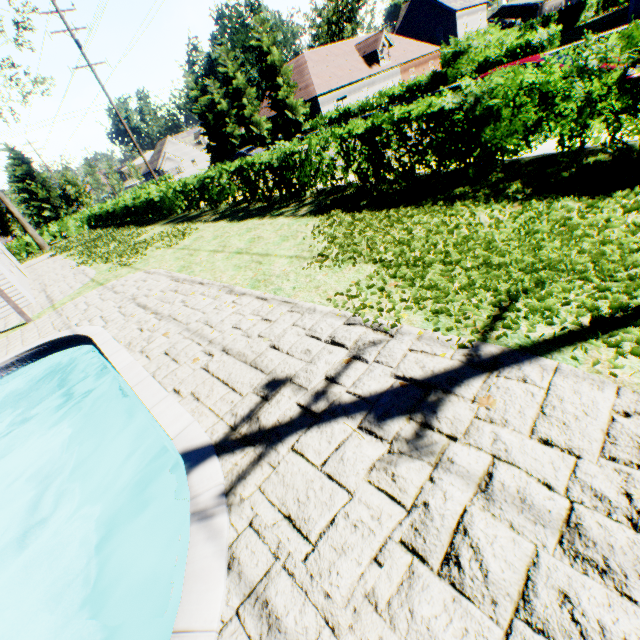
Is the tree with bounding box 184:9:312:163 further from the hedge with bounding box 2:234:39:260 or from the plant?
the hedge with bounding box 2:234:39:260

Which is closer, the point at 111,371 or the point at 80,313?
the point at 111,371

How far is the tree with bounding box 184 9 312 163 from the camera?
29.78m

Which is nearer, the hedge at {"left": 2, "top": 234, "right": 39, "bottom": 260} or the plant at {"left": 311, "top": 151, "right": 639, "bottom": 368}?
the plant at {"left": 311, "top": 151, "right": 639, "bottom": 368}

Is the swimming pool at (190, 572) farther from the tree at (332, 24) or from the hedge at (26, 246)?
the hedge at (26, 246)

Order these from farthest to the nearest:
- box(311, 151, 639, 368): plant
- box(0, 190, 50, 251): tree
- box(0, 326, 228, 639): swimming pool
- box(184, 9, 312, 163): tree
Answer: box(0, 190, 50, 251): tree
box(184, 9, 312, 163): tree
box(311, 151, 639, 368): plant
box(0, 326, 228, 639): swimming pool

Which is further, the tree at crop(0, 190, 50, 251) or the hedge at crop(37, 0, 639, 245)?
the tree at crop(0, 190, 50, 251)

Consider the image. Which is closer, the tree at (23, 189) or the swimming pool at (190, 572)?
the swimming pool at (190, 572)
